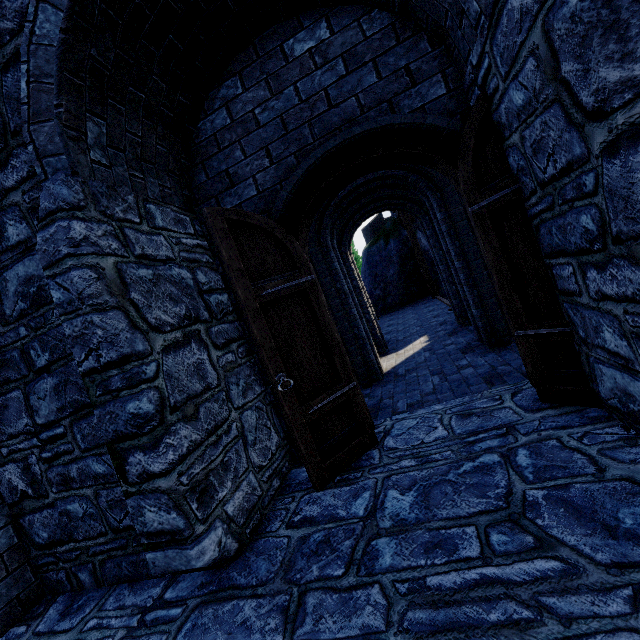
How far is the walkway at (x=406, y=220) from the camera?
14.3m

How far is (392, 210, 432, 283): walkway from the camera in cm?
1427

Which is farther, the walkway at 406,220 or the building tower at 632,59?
the walkway at 406,220

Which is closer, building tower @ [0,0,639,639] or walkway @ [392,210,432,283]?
building tower @ [0,0,639,639]

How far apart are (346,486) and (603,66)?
3.02m
